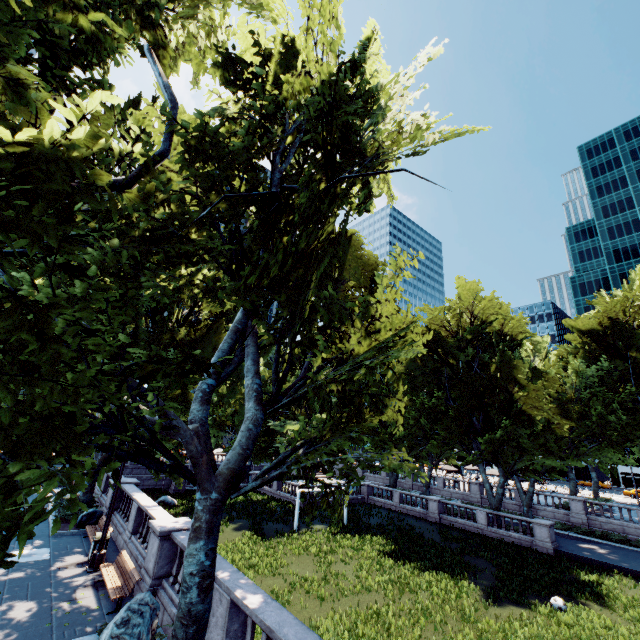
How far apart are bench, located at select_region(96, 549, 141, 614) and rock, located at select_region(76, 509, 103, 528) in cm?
676

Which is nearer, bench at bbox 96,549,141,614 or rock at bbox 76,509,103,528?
bench at bbox 96,549,141,614

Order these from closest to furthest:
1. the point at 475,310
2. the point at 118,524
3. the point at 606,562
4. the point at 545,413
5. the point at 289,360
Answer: the point at 289,360, the point at 118,524, the point at 606,562, the point at 545,413, the point at 475,310

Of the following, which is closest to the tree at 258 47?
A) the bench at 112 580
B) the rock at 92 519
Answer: the rock at 92 519

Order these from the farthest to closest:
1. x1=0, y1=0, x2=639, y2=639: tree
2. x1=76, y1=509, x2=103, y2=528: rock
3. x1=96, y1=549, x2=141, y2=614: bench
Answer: x1=76, y1=509, x2=103, y2=528: rock, x1=96, y1=549, x2=141, y2=614: bench, x1=0, y1=0, x2=639, y2=639: tree

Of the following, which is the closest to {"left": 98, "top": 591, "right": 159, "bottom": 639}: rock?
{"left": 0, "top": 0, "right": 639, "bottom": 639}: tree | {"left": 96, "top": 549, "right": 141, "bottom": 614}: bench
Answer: {"left": 96, "top": 549, "right": 141, "bottom": 614}: bench

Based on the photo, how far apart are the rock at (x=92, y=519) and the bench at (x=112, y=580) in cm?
676

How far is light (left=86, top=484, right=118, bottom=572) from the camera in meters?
12.5
